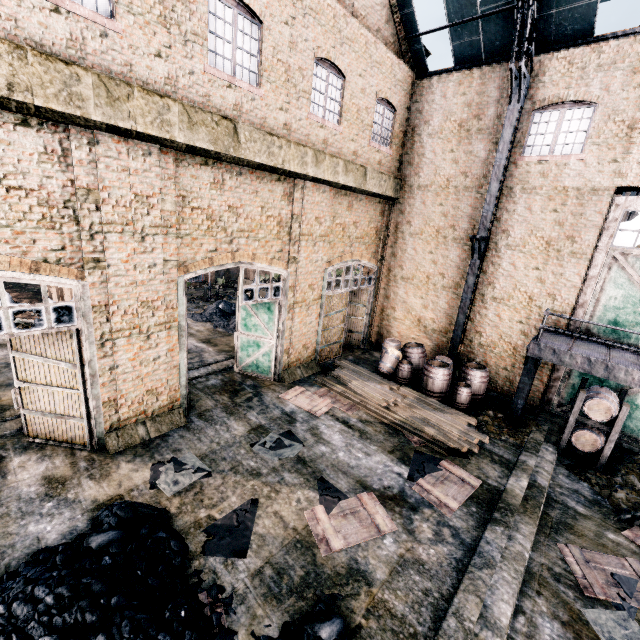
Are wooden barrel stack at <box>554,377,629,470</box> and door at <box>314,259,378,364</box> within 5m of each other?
no

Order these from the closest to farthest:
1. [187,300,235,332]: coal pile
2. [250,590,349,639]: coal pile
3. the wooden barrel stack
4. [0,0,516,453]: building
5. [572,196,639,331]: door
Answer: [250,590,349,639]: coal pile → [0,0,516,453]: building → the wooden barrel stack → [572,196,639,331]: door → [187,300,235,332]: coal pile

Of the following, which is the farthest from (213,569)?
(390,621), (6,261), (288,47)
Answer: (288,47)

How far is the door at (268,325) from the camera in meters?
9.9 m

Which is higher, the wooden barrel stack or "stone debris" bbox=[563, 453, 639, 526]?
the wooden barrel stack

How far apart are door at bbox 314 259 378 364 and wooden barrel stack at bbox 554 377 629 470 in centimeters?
934cm

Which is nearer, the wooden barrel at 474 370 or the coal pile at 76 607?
the coal pile at 76 607

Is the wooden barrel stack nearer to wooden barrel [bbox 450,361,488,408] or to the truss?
wooden barrel [bbox 450,361,488,408]
